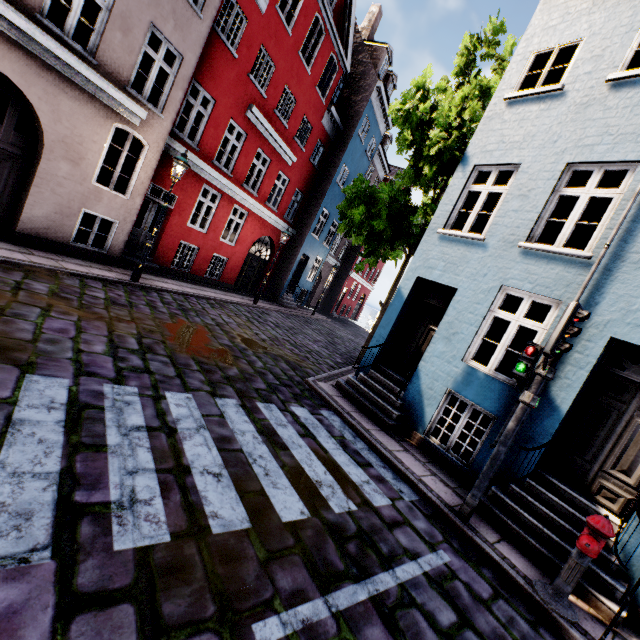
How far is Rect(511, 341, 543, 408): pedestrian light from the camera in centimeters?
452cm

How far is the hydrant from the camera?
3.7 meters

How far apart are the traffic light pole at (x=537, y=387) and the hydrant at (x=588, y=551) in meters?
1.5

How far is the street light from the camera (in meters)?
8.87

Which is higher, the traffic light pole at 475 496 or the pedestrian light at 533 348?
the pedestrian light at 533 348

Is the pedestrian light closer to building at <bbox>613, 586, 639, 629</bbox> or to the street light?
building at <bbox>613, 586, 639, 629</bbox>

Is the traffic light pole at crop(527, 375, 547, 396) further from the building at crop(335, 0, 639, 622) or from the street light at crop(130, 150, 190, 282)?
the street light at crop(130, 150, 190, 282)

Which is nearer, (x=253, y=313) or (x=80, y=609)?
(x=80, y=609)
